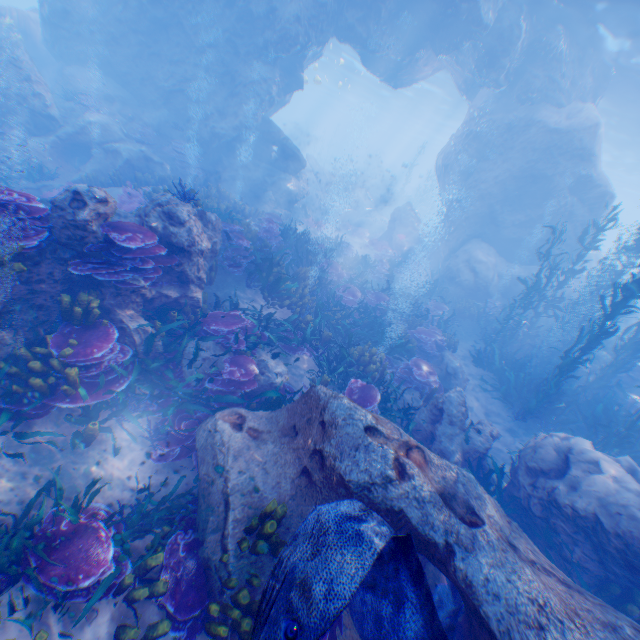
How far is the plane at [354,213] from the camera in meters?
28.2 m

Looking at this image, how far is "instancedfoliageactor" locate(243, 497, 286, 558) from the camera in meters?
4.0 m

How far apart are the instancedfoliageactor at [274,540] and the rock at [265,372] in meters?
2.8 m

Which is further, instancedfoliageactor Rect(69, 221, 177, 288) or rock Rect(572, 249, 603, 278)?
rock Rect(572, 249, 603, 278)

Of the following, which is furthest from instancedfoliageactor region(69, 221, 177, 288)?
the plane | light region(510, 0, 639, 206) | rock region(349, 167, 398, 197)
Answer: rock region(349, 167, 398, 197)

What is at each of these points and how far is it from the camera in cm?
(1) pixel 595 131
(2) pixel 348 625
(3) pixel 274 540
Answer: (1) rock, 1425
(2) rock, 402
(3) instancedfoliageactor, 414

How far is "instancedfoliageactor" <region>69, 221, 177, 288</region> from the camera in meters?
5.4 m

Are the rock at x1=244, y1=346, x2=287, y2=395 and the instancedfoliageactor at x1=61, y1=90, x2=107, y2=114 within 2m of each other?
no
